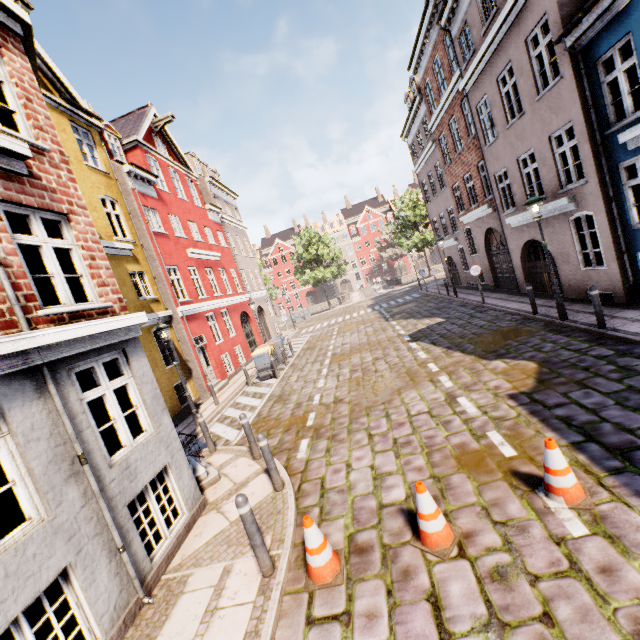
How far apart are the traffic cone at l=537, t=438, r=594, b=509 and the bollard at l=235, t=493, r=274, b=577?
3.5m

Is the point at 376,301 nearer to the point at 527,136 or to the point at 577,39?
the point at 527,136

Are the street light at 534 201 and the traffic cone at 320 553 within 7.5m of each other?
no

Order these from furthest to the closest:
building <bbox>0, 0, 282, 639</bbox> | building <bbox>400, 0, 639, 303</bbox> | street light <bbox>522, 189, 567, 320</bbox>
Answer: street light <bbox>522, 189, 567, 320</bbox>
building <bbox>400, 0, 639, 303</bbox>
building <bbox>0, 0, 282, 639</bbox>

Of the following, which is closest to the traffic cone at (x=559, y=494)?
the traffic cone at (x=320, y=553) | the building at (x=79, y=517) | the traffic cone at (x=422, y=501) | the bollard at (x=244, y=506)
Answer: the traffic cone at (x=422, y=501)

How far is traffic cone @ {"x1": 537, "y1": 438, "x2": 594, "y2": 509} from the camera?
3.8 meters

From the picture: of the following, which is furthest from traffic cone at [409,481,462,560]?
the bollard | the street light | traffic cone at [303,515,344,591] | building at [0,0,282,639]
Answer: the street light

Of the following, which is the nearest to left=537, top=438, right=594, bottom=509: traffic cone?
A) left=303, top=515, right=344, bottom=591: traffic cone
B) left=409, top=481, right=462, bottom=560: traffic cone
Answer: left=409, top=481, right=462, bottom=560: traffic cone
